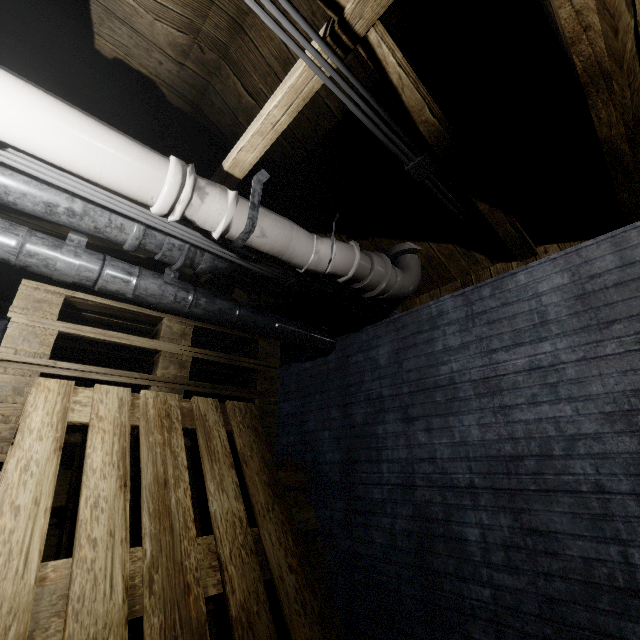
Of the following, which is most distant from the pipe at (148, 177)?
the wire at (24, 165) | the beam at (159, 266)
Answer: the beam at (159, 266)

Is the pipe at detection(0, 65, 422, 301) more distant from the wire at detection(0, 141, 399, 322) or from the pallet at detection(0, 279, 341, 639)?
the pallet at detection(0, 279, 341, 639)

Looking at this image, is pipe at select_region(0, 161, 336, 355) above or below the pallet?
above

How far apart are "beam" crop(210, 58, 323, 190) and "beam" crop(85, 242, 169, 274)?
0.1m

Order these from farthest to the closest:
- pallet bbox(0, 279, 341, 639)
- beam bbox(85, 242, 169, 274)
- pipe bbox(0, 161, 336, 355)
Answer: beam bbox(85, 242, 169, 274) → pipe bbox(0, 161, 336, 355) → pallet bbox(0, 279, 341, 639)

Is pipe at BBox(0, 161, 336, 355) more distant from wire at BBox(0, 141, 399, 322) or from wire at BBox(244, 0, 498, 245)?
wire at BBox(244, 0, 498, 245)

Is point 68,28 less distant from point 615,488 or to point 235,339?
point 235,339

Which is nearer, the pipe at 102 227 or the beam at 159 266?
the pipe at 102 227
